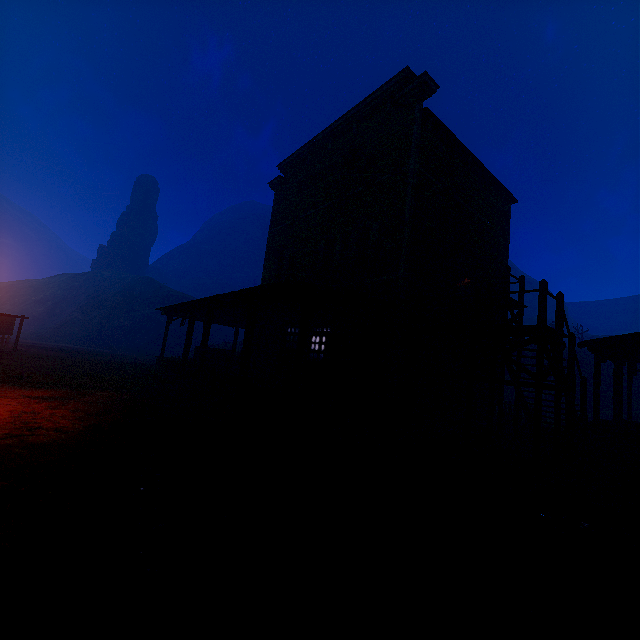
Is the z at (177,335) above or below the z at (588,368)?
below

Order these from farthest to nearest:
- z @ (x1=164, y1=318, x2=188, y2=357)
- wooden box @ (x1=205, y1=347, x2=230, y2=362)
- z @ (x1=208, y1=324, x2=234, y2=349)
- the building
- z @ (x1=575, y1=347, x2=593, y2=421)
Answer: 1. z @ (x1=164, y1=318, x2=188, y2=357)
2. z @ (x1=208, y1=324, x2=234, y2=349)
3. z @ (x1=575, y1=347, x2=593, y2=421)
4. wooden box @ (x1=205, y1=347, x2=230, y2=362)
5. the building

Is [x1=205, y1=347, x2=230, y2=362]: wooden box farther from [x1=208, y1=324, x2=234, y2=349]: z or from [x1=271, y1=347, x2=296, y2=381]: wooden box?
[x1=271, y1=347, x2=296, y2=381]: wooden box

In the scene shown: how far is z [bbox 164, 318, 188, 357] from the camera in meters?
43.9 m

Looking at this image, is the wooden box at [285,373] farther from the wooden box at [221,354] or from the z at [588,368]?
the wooden box at [221,354]

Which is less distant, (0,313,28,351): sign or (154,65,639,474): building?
(154,65,639,474): building

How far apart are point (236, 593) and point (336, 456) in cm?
413

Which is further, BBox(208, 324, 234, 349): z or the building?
BBox(208, 324, 234, 349): z
